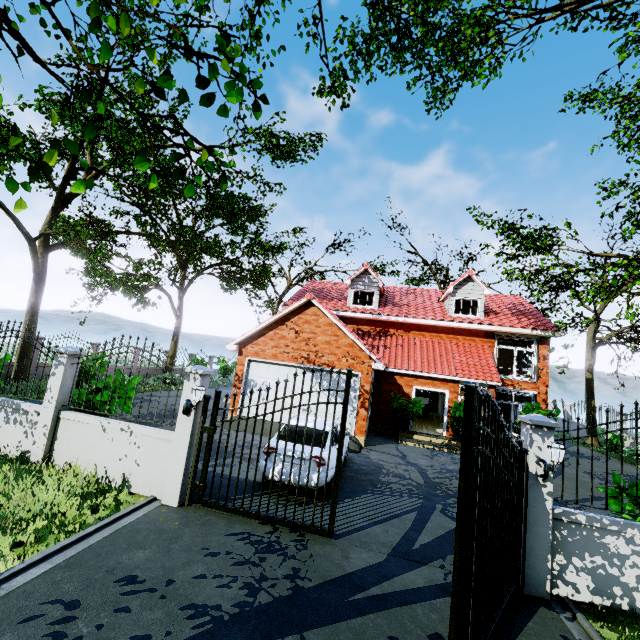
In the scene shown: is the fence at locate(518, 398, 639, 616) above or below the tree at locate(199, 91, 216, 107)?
below

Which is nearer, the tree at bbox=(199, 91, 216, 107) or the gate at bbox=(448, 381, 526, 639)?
the tree at bbox=(199, 91, 216, 107)

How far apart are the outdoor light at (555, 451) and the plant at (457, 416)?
9.9m

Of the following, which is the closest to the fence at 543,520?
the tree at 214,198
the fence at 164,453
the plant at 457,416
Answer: the tree at 214,198

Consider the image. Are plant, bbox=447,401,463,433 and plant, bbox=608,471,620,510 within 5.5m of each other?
no

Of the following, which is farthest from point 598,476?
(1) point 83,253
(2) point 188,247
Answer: (2) point 188,247

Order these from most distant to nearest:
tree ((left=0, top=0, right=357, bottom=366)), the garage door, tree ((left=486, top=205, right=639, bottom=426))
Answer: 1. the garage door
2. tree ((left=486, top=205, right=639, bottom=426))
3. tree ((left=0, top=0, right=357, bottom=366))

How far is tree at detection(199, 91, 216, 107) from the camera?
2.3 meters
